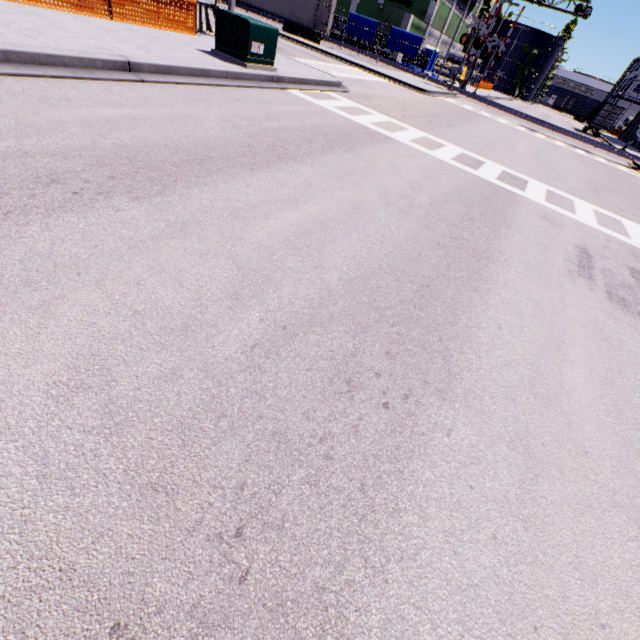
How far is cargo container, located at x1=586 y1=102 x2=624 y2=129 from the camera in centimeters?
3974cm

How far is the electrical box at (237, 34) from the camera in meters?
9.3 m

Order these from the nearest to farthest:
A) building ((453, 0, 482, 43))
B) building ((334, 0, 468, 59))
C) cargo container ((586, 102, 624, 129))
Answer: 1. cargo container ((586, 102, 624, 129))
2. building ((334, 0, 468, 59))
3. building ((453, 0, 482, 43))

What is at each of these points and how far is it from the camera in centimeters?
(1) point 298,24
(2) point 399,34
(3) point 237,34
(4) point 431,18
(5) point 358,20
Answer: (1) semi trailer, 2755cm
(2) tarp, 3650cm
(3) electrical box, 946cm
(4) building, 4659cm
(5) tarp, 3784cm

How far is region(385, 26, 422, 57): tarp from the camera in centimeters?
3598cm

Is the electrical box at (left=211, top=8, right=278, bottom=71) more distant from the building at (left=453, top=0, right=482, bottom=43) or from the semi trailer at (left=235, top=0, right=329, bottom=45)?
the building at (left=453, top=0, right=482, bottom=43)

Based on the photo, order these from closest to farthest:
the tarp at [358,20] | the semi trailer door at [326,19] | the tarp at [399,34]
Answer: the semi trailer door at [326,19], the tarp at [399,34], the tarp at [358,20]

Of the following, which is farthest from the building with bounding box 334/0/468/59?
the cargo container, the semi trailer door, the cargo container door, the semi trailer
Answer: the semi trailer door
